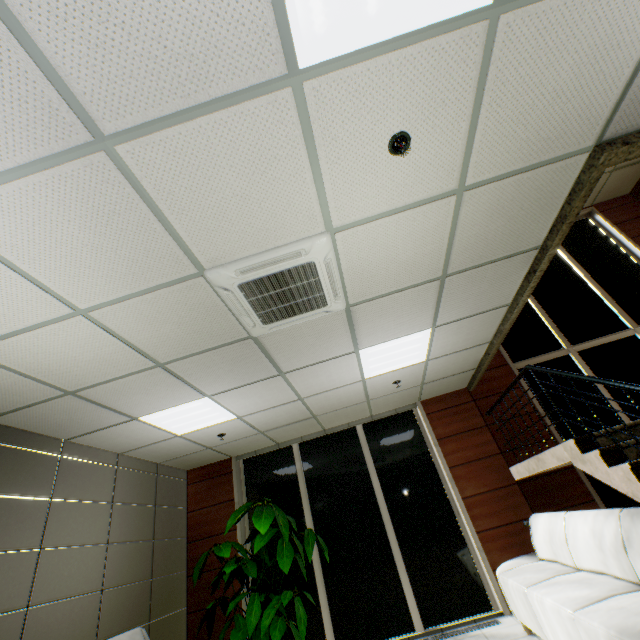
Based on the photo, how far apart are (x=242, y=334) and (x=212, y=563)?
5.1 meters

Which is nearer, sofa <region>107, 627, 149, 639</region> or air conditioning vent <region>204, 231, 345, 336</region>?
air conditioning vent <region>204, 231, 345, 336</region>

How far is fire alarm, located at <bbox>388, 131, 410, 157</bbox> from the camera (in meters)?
1.89

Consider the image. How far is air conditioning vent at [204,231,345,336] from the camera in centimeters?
240cm

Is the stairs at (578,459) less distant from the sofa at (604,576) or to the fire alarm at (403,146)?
the sofa at (604,576)

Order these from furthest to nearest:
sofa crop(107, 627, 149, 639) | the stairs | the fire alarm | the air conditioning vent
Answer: sofa crop(107, 627, 149, 639) → the stairs → the air conditioning vent → the fire alarm

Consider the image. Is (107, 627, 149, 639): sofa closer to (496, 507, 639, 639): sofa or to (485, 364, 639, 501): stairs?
(496, 507, 639, 639): sofa

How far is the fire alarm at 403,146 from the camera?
1.9 meters
